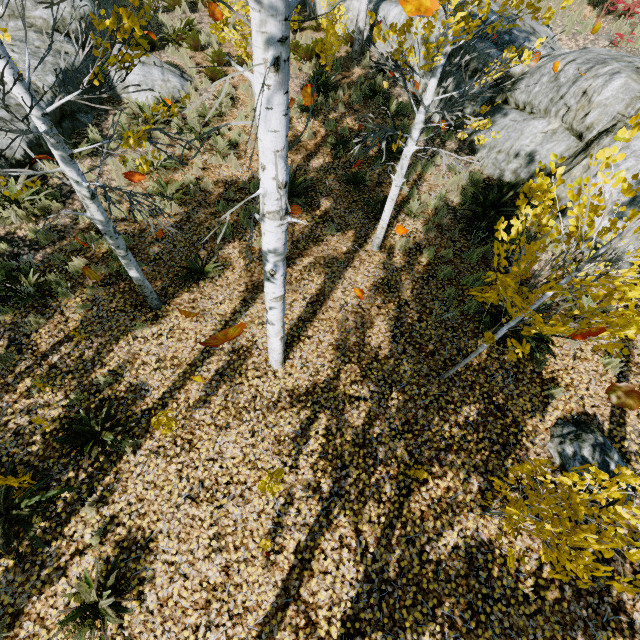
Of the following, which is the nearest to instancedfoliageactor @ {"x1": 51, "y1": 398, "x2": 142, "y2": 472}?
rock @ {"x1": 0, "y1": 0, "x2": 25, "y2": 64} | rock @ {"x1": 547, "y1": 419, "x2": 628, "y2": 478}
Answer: rock @ {"x1": 0, "y1": 0, "x2": 25, "y2": 64}

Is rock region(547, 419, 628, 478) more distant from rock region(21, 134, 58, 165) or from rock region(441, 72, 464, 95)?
rock region(21, 134, 58, 165)

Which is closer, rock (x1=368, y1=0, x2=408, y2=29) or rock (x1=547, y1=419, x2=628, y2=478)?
rock (x1=547, y1=419, x2=628, y2=478)

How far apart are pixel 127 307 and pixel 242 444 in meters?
3.6

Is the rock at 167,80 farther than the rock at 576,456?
Yes

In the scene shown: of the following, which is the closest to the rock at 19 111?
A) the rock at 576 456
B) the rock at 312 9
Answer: the rock at 312 9

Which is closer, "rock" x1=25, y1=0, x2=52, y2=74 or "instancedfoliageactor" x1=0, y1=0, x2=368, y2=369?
"instancedfoliageactor" x1=0, y1=0, x2=368, y2=369

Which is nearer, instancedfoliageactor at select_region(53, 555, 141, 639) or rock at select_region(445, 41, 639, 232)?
instancedfoliageactor at select_region(53, 555, 141, 639)
